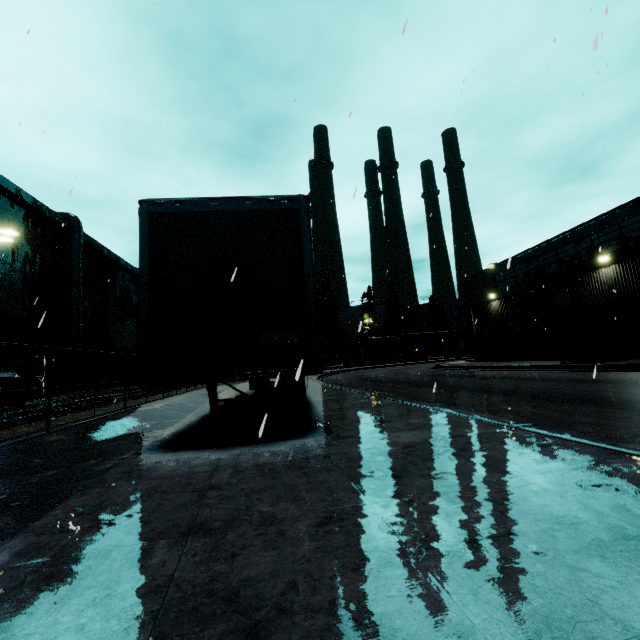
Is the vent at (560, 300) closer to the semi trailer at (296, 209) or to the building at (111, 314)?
the building at (111, 314)

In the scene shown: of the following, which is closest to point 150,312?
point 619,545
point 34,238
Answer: point 619,545

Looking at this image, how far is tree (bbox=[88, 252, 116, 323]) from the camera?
34.4 meters

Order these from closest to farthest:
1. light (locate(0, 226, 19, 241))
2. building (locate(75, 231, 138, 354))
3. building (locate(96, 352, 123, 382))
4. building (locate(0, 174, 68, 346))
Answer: light (locate(0, 226, 19, 241)) < building (locate(0, 174, 68, 346)) < building (locate(75, 231, 138, 354)) < building (locate(96, 352, 123, 382))

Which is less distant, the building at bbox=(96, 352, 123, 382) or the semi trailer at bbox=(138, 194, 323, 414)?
the semi trailer at bbox=(138, 194, 323, 414)

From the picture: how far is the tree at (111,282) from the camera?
34.44m

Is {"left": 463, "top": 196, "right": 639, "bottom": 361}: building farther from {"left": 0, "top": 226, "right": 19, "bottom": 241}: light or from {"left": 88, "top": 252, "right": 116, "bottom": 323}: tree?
{"left": 0, "top": 226, "right": 19, "bottom": 241}: light

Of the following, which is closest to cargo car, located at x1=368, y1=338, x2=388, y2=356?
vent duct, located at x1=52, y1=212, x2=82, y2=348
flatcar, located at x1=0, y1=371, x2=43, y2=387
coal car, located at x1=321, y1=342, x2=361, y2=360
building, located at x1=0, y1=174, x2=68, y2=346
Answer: coal car, located at x1=321, y1=342, x2=361, y2=360
